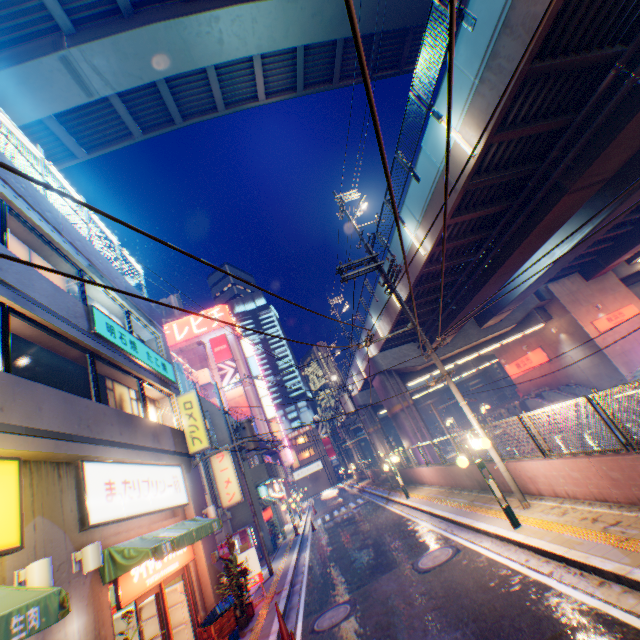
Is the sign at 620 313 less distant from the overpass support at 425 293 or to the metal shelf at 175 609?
the overpass support at 425 293

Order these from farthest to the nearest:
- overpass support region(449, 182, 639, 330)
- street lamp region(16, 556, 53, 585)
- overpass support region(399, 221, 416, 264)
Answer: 1. overpass support region(399, 221, 416, 264)
2. overpass support region(449, 182, 639, 330)
3. street lamp region(16, 556, 53, 585)

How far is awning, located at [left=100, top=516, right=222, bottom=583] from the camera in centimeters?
637cm

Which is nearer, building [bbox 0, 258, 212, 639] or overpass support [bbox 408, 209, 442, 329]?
building [bbox 0, 258, 212, 639]

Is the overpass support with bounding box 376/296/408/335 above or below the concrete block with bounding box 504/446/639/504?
above

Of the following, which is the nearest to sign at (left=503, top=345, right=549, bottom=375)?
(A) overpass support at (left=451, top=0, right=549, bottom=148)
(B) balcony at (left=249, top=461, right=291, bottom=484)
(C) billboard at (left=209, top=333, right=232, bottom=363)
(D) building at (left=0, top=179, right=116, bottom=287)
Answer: (A) overpass support at (left=451, top=0, right=549, bottom=148)

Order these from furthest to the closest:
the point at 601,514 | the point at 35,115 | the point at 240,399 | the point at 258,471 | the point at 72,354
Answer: the point at 240,399 → the point at 258,471 → the point at 35,115 → the point at 72,354 → the point at 601,514

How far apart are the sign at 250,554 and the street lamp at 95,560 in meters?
8.1 m
